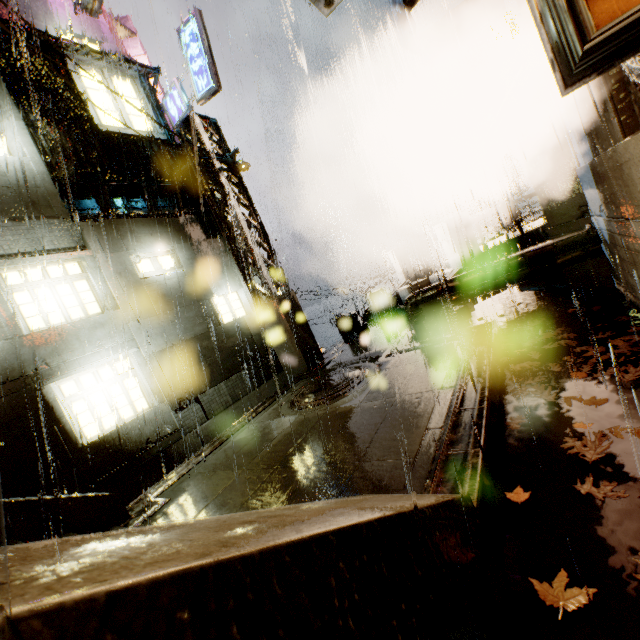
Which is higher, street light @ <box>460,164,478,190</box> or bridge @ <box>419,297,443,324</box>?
street light @ <box>460,164,478,190</box>

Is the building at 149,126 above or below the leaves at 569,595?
above

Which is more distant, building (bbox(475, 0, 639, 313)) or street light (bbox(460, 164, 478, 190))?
street light (bbox(460, 164, 478, 190))

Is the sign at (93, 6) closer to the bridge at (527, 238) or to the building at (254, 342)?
the building at (254, 342)

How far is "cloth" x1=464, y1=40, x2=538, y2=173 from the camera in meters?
7.1

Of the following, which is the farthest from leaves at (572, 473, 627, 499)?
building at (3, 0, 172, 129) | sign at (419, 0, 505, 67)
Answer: sign at (419, 0, 505, 67)

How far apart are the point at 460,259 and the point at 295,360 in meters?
6.7

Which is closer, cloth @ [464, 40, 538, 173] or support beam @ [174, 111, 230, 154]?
cloth @ [464, 40, 538, 173]
